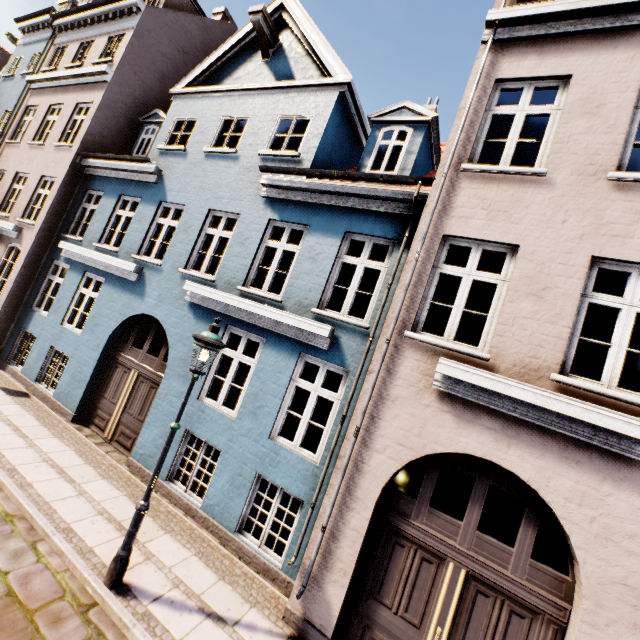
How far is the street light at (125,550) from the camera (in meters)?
4.35

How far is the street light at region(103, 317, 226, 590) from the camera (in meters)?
4.35

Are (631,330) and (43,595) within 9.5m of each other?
yes
